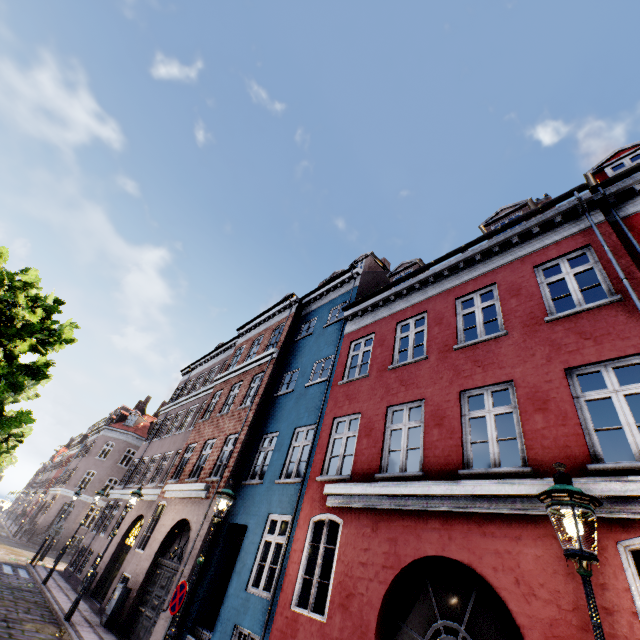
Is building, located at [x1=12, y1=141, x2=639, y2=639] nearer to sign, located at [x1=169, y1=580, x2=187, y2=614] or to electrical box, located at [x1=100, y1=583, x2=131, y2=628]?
electrical box, located at [x1=100, y1=583, x2=131, y2=628]

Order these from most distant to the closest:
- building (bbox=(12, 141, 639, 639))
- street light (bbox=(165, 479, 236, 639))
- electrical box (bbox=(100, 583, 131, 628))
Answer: electrical box (bbox=(100, 583, 131, 628))
street light (bbox=(165, 479, 236, 639))
building (bbox=(12, 141, 639, 639))

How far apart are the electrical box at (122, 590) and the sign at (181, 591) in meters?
6.8 m

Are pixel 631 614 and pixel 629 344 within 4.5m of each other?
yes

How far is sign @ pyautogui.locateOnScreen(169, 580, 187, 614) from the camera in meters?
6.4 m

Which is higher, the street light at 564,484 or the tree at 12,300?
the tree at 12,300

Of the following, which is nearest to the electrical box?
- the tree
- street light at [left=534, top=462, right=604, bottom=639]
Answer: street light at [left=534, top=462, right=604, bottom=639]

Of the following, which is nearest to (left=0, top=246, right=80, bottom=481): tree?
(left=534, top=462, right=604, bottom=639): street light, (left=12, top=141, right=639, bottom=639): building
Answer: (left=534, top=462, right=604, bottom=639): street light
